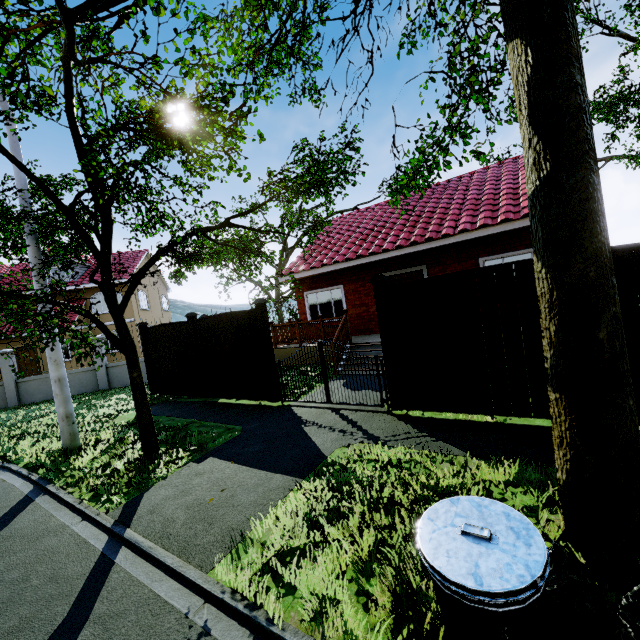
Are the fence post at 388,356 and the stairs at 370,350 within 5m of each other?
yes

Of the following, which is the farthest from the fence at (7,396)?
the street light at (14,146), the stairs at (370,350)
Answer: the street light at (14,146)

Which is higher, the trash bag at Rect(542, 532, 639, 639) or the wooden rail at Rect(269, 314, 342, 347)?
the wooden rail at Rect(269, 314, 342, 347)

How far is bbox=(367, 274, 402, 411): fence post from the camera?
5.96m

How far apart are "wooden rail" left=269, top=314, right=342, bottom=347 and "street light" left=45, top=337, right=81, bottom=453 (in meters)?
6.80

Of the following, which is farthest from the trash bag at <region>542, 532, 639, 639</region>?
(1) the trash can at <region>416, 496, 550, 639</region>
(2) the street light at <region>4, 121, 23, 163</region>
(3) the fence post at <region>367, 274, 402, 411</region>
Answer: (2) the street light at <region>4, 121, 23, 163</region>

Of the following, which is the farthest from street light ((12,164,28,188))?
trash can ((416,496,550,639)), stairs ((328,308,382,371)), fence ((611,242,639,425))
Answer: trash can ((416,496,550,639))

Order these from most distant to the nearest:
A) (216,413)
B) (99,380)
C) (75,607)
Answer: (99,380) < (216,413) < (75,607)
